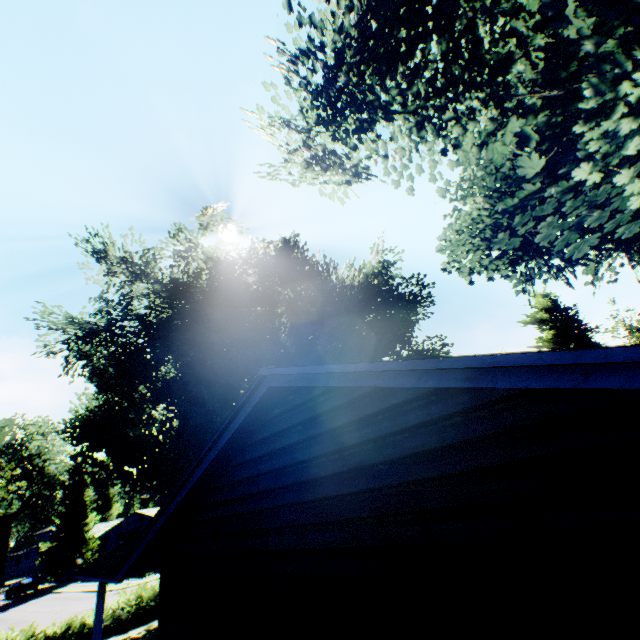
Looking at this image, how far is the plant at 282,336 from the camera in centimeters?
1716cm

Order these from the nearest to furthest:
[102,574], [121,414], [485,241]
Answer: [102,574] < [485,241] < [121,414]

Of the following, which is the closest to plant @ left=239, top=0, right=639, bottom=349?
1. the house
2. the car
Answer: the car

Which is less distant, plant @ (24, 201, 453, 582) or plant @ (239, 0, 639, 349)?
plant @ (239, 0, 639, 349)

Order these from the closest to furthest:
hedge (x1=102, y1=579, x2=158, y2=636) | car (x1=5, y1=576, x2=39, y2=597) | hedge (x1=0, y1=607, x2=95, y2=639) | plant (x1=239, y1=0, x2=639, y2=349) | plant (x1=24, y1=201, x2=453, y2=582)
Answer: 1. plant (x1=239, y1=0, x2=639, y2=349)
2. hedge (x1=0, y1=607, x2=95, y2=639)
3. hedge (x1=102, y1=579, x2=158, y2=636)
4. plant (x1=24, y1=201, x2=453, y2=582)
5. car (x1=5, y1=576, x2=39, y2=597)

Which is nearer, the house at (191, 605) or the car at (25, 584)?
the house at (191, 605)

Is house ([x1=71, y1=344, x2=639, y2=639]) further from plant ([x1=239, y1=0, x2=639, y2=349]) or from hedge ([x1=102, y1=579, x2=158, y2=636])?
hedge ([x1=102, y1=579, x2=158, y2=636])

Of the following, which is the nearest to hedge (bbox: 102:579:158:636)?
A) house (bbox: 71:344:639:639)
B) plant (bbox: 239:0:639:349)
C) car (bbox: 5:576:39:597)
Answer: plant (bbox: 239:0:639:349)
